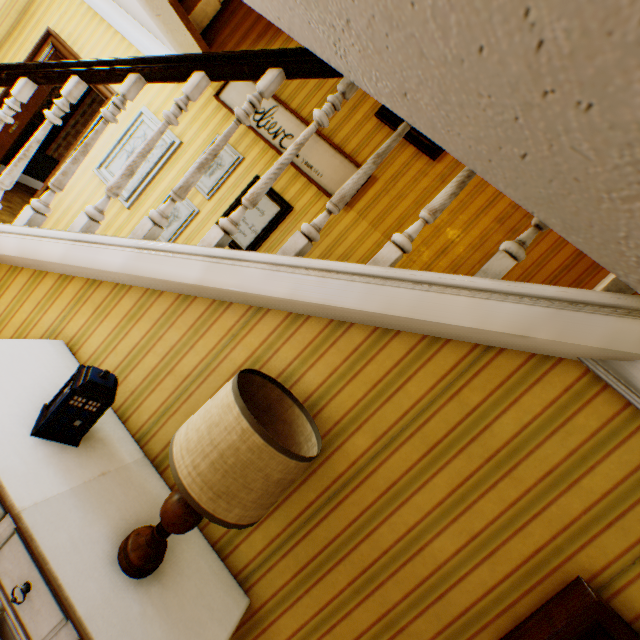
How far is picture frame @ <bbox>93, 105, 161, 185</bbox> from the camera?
3.7 meters

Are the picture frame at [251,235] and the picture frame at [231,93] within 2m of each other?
yes

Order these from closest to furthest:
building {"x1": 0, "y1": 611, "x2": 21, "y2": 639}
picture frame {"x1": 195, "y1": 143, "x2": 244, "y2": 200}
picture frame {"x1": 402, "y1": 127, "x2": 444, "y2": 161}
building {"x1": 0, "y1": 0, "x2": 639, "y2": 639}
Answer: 1. building {"x1": 0, "y1": 0, "x2": 639, "y2": 639}
2. building {"x1": 0, "y1": 611, "x2": 21, "y2": 639}
3. picture frame {"x1": 402, "y1": 127, "x2": 444, "y2": 161}
4. picture frame {"x1": 195, "y1": 143, "x2": 244, "y2": 200}

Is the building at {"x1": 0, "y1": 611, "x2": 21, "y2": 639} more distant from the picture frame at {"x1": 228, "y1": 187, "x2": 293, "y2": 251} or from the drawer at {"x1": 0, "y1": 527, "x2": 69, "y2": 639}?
the drawer at {"x1": 0, "y1": 527, "x2": 69, "y2": 639}

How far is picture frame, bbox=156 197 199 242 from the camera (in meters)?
3.53

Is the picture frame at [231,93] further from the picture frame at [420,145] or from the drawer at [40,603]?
the drawer at [40,603]

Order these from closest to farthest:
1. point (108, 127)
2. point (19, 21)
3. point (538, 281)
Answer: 1. point (538, 281)
2. point (108, 127)
3. point (19, 21)

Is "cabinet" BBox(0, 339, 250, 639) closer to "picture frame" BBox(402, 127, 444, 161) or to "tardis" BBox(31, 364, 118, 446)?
"tardis" BBox(31, 364, 118, 446)
